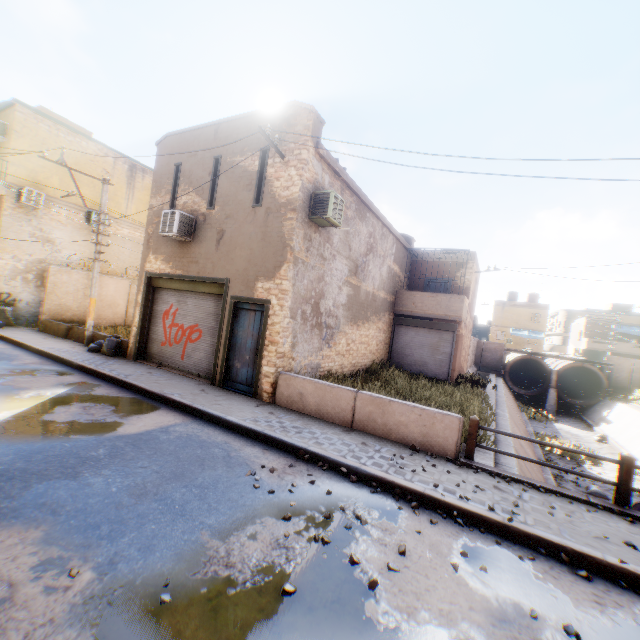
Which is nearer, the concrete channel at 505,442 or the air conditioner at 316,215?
the air conditioner at 316,215

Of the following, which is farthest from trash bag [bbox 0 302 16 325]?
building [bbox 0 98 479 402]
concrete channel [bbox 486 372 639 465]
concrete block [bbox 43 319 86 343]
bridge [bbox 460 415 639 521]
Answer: bridge [bbox 460 415 639 521]

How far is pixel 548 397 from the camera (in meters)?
29.39

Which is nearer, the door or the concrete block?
the door

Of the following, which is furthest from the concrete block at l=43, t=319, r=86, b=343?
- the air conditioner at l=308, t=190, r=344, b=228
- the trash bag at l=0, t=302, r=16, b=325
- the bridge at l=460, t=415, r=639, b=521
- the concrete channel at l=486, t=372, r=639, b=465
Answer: the bridge at l=460, t=415, r=639, b=521

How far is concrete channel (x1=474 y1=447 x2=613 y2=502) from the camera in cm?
836

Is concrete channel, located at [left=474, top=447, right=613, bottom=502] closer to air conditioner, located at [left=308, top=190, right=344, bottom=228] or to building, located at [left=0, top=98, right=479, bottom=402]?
building, located at [left=0, top=98, right=479, bottom=402]

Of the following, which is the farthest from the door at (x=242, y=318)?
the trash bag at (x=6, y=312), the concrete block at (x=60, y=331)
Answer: the trash bag at (x=6, y=312)
